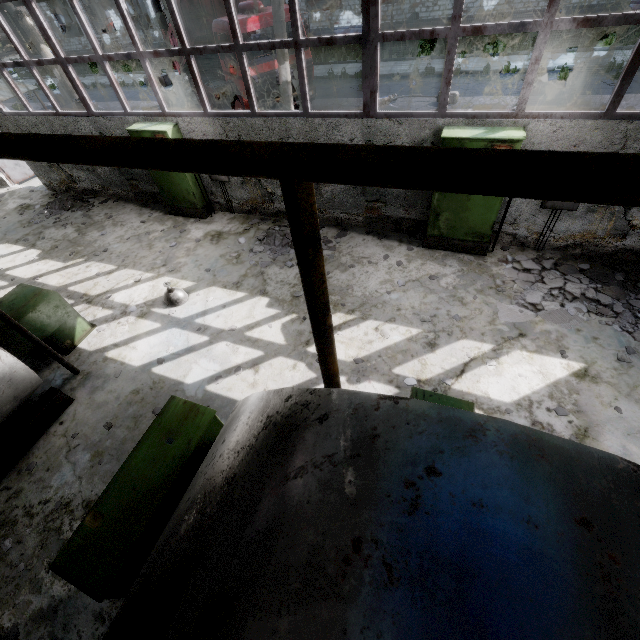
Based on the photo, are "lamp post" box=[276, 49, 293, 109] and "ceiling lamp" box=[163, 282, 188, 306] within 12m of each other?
yes

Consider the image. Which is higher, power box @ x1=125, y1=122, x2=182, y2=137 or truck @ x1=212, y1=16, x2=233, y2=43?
truck @ x1=212, y1=16, x2=233, y2=43

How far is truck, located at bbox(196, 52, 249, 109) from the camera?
11.9m

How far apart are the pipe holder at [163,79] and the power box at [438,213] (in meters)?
23.34

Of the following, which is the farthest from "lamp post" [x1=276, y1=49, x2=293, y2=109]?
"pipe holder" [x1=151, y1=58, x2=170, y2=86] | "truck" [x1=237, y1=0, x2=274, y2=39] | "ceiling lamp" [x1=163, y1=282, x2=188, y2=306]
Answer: "pipe holder" [x1=151, y1=58, x2=170, y2=86]

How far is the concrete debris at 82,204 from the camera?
11.1m

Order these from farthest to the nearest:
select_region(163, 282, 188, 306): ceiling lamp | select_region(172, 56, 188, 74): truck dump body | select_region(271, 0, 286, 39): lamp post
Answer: select_region(172, 56, 188, 74): truck dump body, select_region(271, 0, 286, 39): lamp post, select_region(163, 282, 188, 306): ceiling lamp

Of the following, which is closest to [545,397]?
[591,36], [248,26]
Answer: [248,26]
